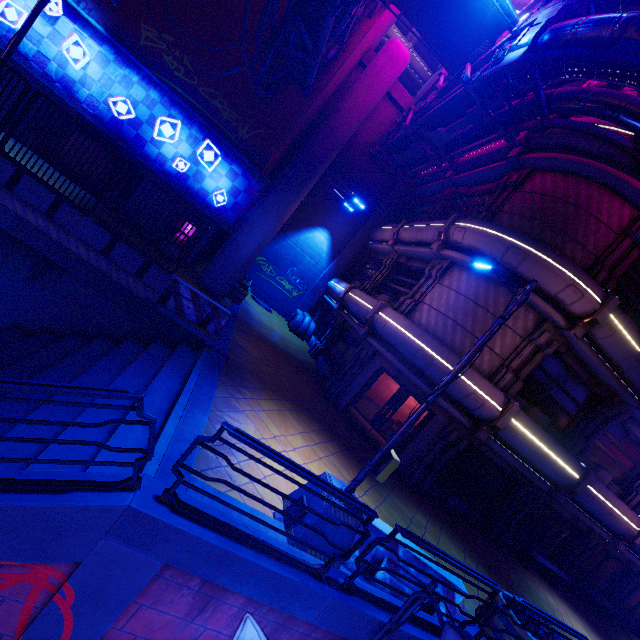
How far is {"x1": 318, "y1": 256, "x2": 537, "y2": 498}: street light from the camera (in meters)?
5.25

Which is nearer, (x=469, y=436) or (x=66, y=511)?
(x=66, y=511)

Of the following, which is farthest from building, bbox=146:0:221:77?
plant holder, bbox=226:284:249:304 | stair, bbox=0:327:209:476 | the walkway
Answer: stair, bbox=0:327:209:476

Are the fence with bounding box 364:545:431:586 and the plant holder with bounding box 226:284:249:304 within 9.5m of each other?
no

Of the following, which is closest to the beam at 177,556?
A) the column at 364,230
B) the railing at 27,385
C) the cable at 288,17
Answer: the railing at 27,385

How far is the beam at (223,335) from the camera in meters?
10.7

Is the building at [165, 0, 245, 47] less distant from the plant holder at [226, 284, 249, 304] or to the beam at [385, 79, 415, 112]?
Answer: the plant holder at [226, 284, 249, 304]

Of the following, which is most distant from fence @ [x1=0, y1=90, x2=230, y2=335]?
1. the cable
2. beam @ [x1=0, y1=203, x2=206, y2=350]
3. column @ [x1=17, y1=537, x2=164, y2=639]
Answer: column @ [x1=17, y1=537, x2=164, y2=639]
